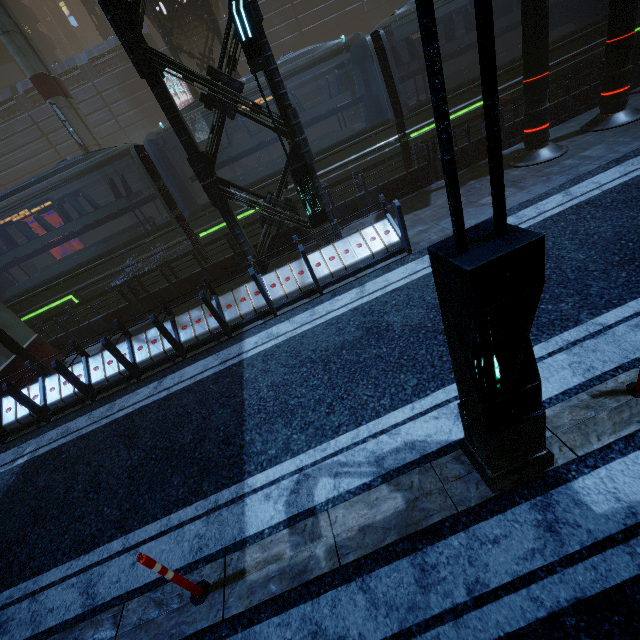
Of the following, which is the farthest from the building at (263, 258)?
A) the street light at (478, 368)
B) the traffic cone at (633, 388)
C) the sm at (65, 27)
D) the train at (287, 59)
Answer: the sm at (65, 27)

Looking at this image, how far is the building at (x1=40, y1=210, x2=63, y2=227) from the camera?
27.8m

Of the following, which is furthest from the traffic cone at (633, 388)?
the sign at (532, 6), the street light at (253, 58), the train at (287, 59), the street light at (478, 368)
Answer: the train at (287, 59)

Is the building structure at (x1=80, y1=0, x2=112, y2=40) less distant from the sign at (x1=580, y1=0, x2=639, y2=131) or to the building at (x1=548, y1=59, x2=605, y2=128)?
the building at (x1=548, y1=59, x2=605, y2=128)

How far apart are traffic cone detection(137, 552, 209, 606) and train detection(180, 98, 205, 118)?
12.1m

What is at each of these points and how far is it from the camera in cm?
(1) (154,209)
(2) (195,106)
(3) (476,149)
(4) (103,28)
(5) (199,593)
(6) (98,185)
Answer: (1) building, 3238
(2) train, 1055
(3) building, 1073
(4) building structure, 3422
(5) traffic cone, 331
(6) building, 3025

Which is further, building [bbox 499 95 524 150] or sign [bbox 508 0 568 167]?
building [bbox 499 95 524 150]
